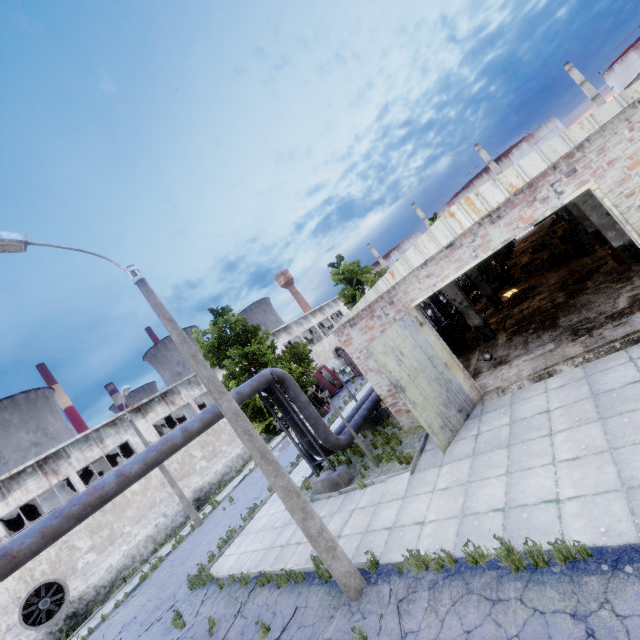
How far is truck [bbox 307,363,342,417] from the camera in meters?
26.2

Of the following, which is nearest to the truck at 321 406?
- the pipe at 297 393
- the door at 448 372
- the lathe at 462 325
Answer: the pipe at 297 393

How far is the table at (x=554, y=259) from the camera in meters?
18.6

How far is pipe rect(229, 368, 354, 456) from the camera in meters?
11.5

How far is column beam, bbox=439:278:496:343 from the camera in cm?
1543

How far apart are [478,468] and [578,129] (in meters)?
8.50

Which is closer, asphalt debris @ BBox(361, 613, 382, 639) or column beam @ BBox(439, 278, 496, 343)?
asphalt debris @ BBox(361, 613, 382, 639)

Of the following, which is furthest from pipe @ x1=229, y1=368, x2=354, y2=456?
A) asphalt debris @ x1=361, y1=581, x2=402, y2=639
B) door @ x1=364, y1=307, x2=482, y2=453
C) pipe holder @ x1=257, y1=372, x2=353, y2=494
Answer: asphalt debris @ x1=361, y1=581, x2=402, y2=639
